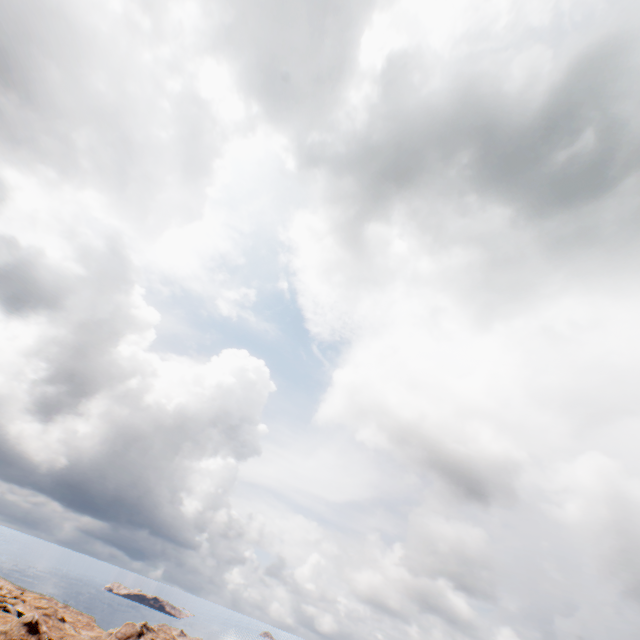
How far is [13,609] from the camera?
50.9 meters
